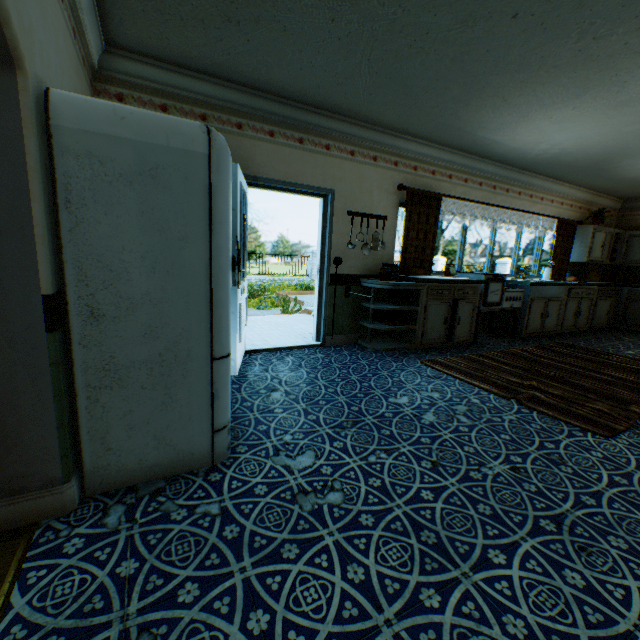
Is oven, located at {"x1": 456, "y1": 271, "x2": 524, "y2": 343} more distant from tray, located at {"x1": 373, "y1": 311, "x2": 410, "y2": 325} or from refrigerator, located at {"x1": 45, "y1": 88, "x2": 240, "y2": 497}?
refrigerator, located at {"x1": 45, "y1": 88, "x2": 240, "y2": 497}

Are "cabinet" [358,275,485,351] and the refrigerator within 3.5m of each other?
yes

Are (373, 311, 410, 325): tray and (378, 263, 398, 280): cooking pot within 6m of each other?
yes

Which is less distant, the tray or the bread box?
the tray

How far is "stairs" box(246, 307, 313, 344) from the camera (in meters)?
5.16

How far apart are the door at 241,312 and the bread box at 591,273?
8.4 meters

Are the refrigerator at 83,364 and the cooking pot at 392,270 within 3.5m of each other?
yes

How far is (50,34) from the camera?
1.6m
